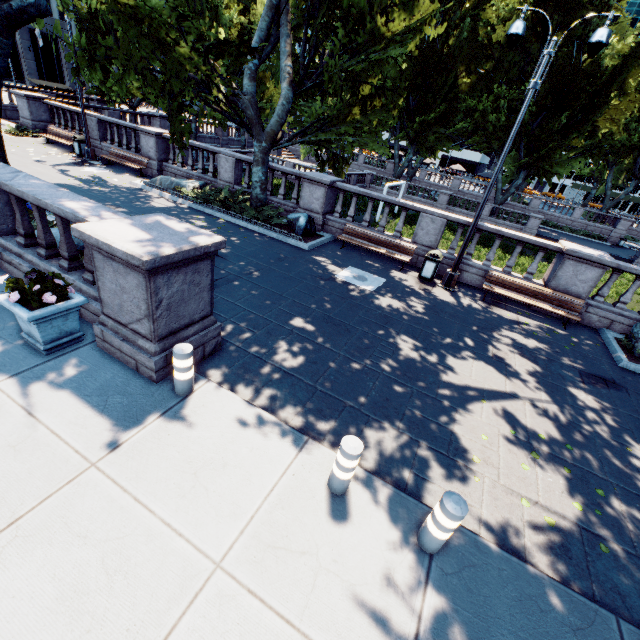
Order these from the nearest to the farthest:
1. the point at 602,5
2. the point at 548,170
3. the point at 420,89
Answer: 1. the point at 602,5
2. the point at 548,170
3. the point at 420,89

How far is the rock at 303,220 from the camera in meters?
13.0 m

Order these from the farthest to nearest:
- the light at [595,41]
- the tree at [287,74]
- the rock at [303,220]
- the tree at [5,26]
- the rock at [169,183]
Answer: the rock at [169,183], the rock at [303,220], the tree at [287,74], the light at [595,41], the tree at [5,26]

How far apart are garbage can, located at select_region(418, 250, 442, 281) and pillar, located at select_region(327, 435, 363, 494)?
8.8 meters

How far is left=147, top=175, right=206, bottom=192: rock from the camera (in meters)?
14.70

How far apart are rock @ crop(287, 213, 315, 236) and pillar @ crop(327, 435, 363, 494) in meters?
10.5 m

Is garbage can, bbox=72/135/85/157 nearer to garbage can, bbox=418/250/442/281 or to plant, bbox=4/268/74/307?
plant, bbox=4/268/74/307

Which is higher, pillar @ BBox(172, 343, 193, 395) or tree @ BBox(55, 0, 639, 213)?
tree @ BBox(55, 0, 639, 213)
